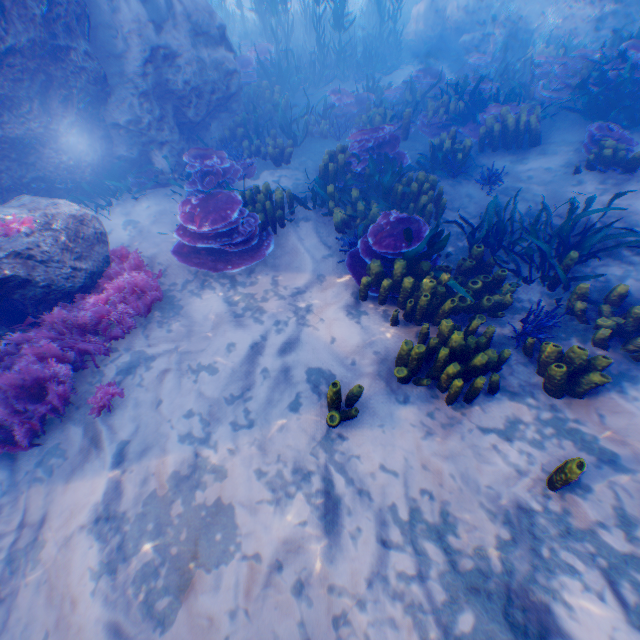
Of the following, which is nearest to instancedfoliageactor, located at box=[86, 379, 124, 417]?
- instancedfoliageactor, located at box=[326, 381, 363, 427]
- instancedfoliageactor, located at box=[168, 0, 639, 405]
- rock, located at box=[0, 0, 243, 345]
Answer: rock, located at box=[0, 0, 243, 345]

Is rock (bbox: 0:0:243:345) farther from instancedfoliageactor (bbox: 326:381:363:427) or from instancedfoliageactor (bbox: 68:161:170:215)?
instancedfoliageactor (bbox: 326:381:363:427)

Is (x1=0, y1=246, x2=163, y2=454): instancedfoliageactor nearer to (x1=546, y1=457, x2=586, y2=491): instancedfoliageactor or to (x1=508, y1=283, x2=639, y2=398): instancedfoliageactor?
(x1=508, y1=283, x2=639, y2=398): instancedfoliageactor

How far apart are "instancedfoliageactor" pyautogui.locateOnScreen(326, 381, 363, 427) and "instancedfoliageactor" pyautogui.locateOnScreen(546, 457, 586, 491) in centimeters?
190cm

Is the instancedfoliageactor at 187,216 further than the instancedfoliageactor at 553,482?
Yes

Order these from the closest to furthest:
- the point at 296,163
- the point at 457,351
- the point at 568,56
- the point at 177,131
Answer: the point at 457,351, the point at 177,131, the point at 296,163, the point at 568,56

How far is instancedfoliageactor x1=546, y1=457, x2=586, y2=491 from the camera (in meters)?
2.67

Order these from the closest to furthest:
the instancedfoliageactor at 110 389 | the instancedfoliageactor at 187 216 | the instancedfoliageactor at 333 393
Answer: the instancedfoliageactor at 333 393, the instancedfoliageactor at 110 389, the instancedfoliageactor at 187 216
